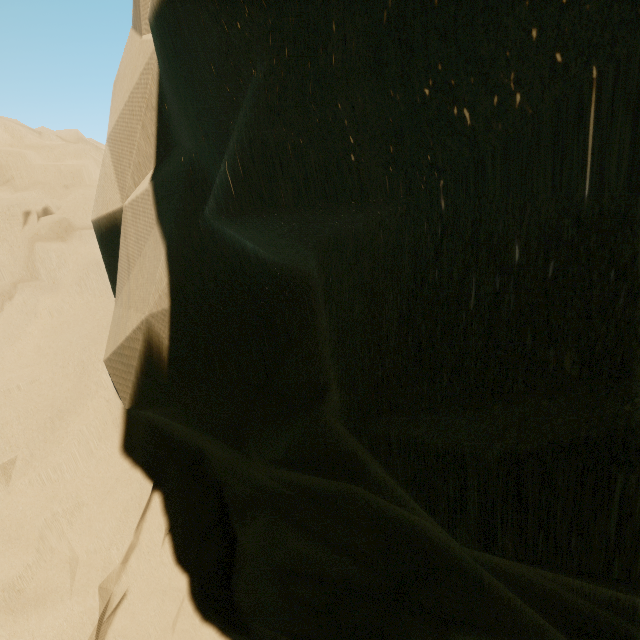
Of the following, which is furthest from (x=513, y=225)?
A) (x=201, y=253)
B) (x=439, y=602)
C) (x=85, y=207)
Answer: (x=85, y=207)
